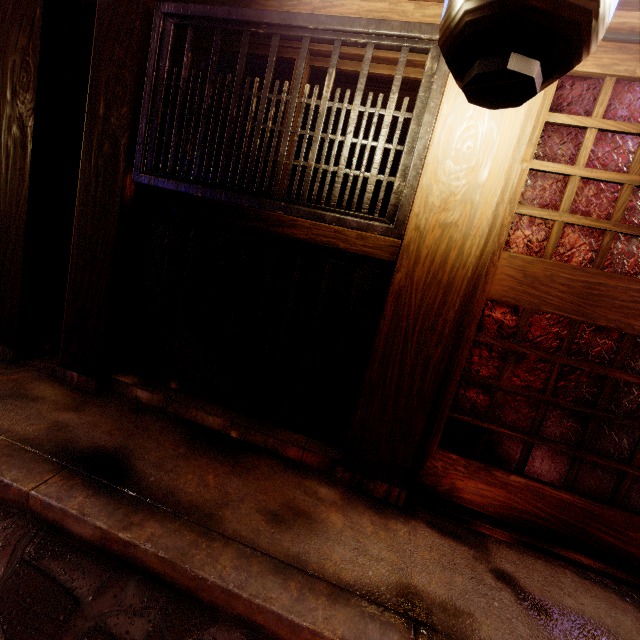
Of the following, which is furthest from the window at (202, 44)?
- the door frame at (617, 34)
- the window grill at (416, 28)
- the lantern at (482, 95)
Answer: the lantern at (482, 95)

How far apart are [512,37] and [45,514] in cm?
470

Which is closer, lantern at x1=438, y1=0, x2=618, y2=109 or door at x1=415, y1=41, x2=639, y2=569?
lantern at x1=438, y1=0, x2=618, y2=109

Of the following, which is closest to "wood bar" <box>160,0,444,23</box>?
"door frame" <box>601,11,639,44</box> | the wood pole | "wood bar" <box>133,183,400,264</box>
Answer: the wood pole

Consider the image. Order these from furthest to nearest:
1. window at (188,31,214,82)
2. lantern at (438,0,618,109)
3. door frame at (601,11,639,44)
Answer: window at (188,31,214,82) → door frame at (601,11,639,44) → lantern at (438,0,618,109)

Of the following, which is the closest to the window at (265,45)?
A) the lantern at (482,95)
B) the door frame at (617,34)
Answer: the door frame at (617,34)

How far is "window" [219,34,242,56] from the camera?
3.9m
